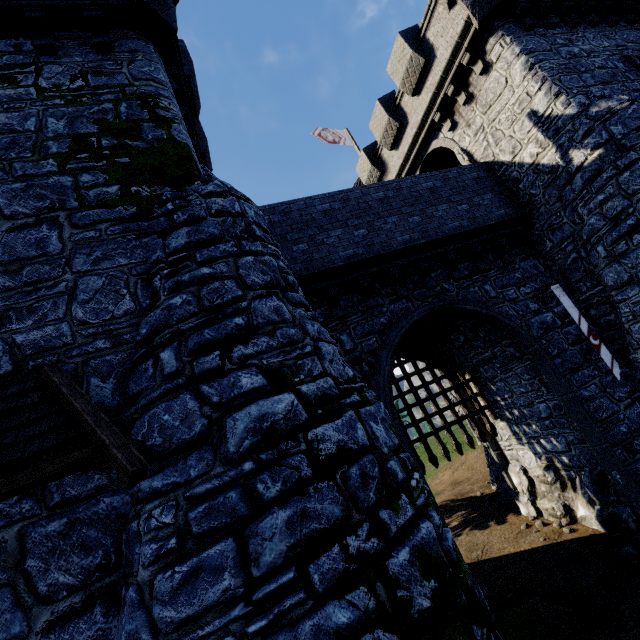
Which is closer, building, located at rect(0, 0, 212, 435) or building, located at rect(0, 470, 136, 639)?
building, located at rect(0, 470, 136, 639)

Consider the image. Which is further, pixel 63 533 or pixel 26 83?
pixel 26 83

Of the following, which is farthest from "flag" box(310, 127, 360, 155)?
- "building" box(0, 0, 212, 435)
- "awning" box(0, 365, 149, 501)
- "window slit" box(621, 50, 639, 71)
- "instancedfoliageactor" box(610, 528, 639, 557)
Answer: "awning" box(0, 365, 149, 501)

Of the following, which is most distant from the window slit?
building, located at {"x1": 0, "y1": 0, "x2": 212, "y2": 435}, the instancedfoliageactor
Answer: the instancedfoliageactor

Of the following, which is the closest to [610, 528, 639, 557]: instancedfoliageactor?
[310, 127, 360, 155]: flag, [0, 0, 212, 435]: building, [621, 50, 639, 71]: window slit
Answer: [0, 0, 212, 435]: building

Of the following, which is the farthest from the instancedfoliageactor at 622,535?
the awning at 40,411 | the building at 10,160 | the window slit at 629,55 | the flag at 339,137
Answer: the flag at 339,137

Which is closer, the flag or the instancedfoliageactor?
the instancedfoliageactor

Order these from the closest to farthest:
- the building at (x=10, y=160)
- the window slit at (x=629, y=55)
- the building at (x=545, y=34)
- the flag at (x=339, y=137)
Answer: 1. the building at (x=10, y=160)
2. the building at (x=545, y=34)
3. the window slit at (x=629, y=55)
4. the flag at (x=339, y=137)
